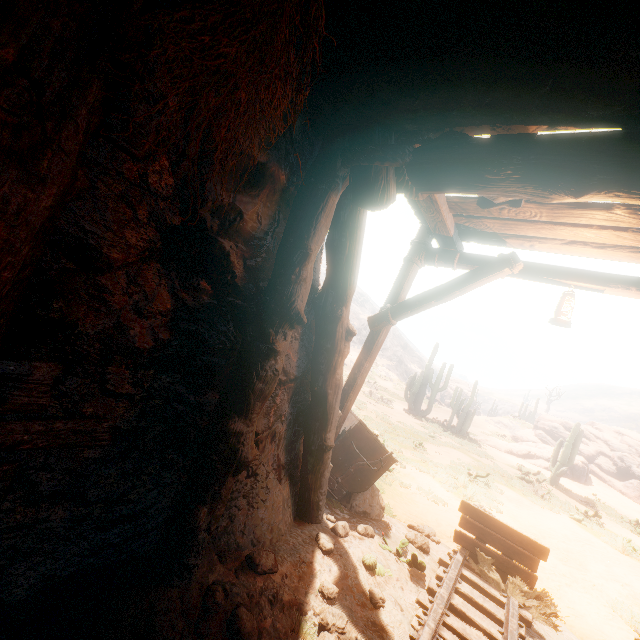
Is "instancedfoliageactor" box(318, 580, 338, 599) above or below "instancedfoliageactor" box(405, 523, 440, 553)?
above

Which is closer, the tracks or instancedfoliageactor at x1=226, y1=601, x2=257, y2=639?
instancedfoliageactor at x1=226, y1=601, x2=257, y2=639

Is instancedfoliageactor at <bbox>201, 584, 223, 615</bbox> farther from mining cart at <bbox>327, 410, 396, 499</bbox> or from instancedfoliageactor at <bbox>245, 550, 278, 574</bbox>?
mining cart at <bbox>327, 410, 396, 499</bbox>

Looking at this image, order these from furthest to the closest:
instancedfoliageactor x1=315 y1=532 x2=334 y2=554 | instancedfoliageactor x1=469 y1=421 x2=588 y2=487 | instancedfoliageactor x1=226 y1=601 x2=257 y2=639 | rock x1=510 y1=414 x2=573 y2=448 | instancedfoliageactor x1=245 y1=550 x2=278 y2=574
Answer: rock x1=510 y1=414 x2=573 y2=448 < instancedfoliageactor x1=469 y1=421 x2=588 y2=487 < instancedfoliageactor x1=315 y1=532 x2=334 y2=554 < instancedfoliageactor x1=245 y1=550 x2=278 y2=574 < instancedfoliageactor x1=226 y1=601 x2=257 y2=639

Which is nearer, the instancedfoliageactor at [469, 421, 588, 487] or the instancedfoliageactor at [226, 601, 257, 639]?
the instancedfoliageactor at [226, 601, 257, 639]

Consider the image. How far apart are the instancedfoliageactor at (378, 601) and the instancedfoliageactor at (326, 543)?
0.52m

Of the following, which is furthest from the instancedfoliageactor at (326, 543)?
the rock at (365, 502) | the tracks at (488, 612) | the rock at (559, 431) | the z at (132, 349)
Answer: the rock at (559, 431)

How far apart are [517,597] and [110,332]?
5.7 meters
